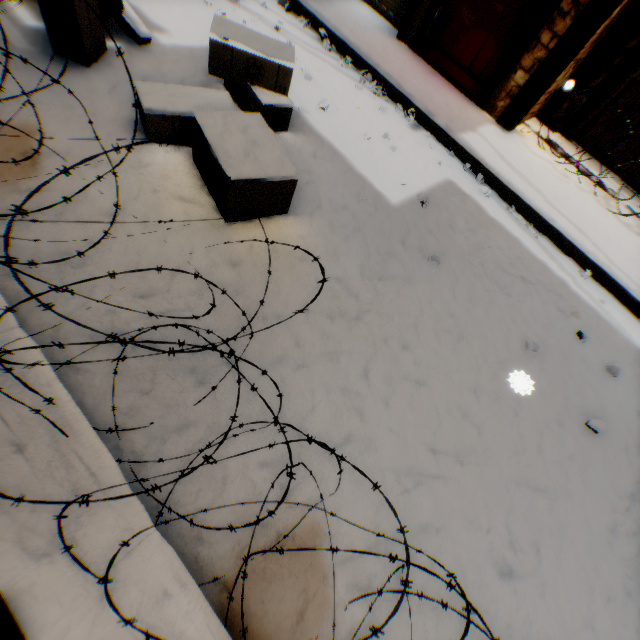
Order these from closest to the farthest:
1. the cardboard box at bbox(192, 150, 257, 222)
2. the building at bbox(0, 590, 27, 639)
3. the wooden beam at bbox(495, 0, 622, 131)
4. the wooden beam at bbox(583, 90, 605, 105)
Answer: the building at bbox(0, 590, 27, 639), the cardboard box at bbox(192, 150, 257, 222), the wooden beam at bbox(495, 0, 622, 131), the wooden beam at bbox(583, 90, 605, 105)

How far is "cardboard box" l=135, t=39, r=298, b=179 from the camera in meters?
2.3 m

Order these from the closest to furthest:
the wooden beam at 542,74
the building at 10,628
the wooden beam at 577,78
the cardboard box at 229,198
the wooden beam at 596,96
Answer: the building at 10,628 → the cardboard box at 229,198 → the wooden beam at 542,74 → the wooden beam at 577,78 → the wooden beam at 596,96

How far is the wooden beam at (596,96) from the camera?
4.79m

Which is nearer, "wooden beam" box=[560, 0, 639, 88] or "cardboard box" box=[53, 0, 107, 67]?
"cardboard box" box=[53, 0, 107, 67]

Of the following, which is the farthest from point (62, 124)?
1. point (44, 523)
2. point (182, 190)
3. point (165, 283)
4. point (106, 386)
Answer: point (44, 523)

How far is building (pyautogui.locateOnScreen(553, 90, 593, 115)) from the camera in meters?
4.9
